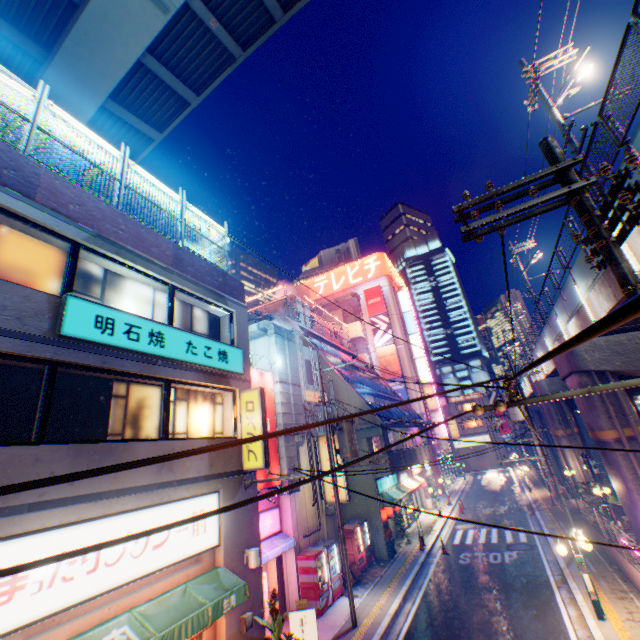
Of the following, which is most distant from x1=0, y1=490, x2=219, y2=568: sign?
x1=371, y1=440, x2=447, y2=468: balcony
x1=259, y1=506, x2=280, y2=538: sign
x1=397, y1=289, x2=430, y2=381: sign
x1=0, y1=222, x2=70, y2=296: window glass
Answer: x1=397, y1=289, x2=430, y2=381: sign

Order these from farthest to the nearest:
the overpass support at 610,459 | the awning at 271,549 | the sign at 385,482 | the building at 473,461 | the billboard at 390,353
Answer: the building at 473,461 → the billboard at 390,353 → the sign at 385,482 → the overpass support at 610,459 → the awning at 271,549

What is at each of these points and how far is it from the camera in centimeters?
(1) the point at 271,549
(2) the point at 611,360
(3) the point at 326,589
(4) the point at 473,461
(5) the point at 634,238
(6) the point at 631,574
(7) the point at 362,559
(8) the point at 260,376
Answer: (1) awning, 1279cm
(2) overpass support, 1499cm
(3) vending machine, 1366cm
(4) building, 5688cm
(5) overpass support, 904cm
(6) concrete block, 1118cm
(7) vending machine, 1714cm
(8) billboard, 1508cm

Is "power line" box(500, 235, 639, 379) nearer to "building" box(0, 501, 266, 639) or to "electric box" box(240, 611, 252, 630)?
"building" box(0, 501, 266, 639)

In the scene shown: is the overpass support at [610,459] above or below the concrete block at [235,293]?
below

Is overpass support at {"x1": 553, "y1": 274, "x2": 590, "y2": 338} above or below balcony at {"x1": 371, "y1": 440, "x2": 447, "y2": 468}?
above

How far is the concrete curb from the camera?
17.23m

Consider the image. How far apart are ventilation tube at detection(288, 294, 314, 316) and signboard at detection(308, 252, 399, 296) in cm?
1771
